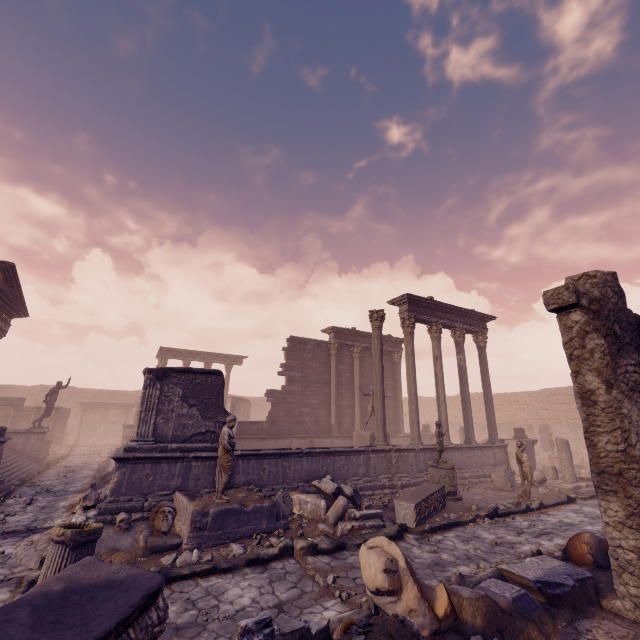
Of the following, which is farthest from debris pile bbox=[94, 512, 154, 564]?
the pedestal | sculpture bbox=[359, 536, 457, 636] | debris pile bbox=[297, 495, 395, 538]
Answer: the pedestal

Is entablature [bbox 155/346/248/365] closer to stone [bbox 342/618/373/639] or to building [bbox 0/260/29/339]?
building [bbox 0/260/29/339]

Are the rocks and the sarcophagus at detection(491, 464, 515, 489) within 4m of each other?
no

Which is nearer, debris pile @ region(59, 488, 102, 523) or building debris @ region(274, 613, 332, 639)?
building debris @ region(274, 613, 332, 639)

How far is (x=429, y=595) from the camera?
4.3m

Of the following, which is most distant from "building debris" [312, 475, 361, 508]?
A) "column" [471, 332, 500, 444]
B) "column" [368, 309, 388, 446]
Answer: "column" [471, 332, 500, 444]

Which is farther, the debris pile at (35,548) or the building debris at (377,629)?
the debris pile at (35,548)
